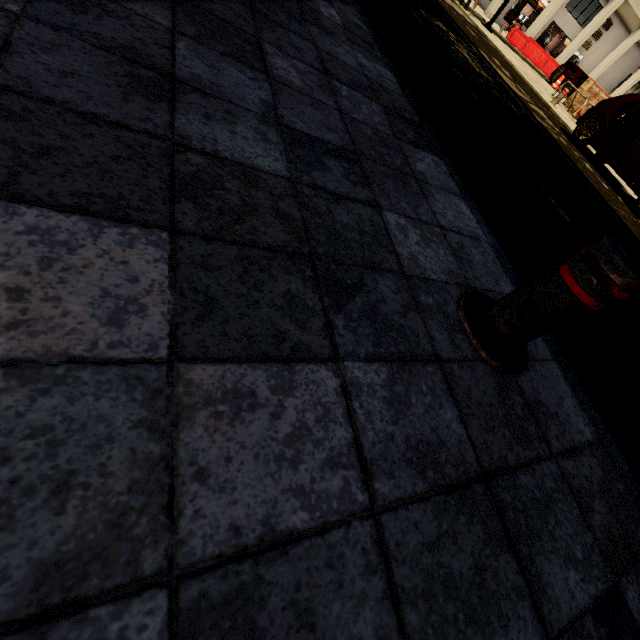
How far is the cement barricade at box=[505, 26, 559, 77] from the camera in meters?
22.1

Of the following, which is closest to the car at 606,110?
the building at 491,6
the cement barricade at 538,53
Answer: the cement barricade at 538,53

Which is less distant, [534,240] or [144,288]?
[144,288]

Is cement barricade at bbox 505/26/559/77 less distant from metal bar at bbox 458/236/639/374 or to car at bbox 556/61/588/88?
car at bbox 556/61/588/88

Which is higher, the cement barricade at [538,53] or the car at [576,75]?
the car at [576,75]

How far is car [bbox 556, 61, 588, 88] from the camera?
20.4 meters

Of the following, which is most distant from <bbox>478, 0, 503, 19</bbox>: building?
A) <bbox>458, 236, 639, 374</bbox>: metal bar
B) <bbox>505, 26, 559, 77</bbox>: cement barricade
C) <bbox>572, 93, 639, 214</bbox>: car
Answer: <bbox>458, 236, 639, 374</bbox>: metal bar

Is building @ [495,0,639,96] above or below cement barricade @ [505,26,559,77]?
above
